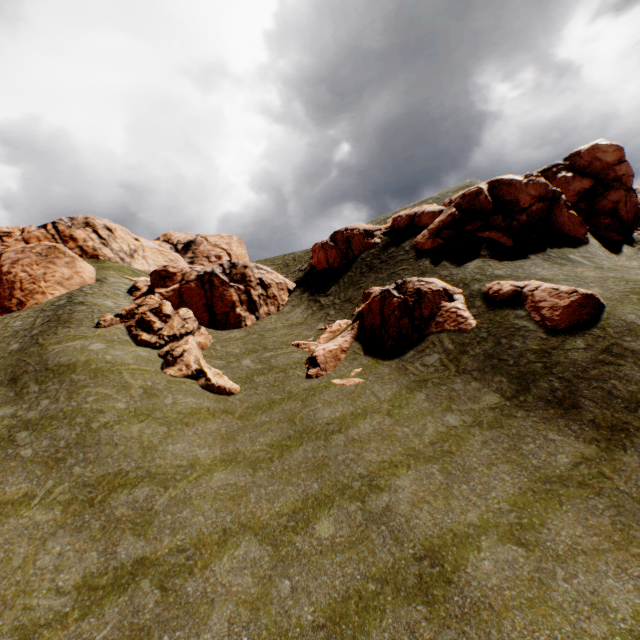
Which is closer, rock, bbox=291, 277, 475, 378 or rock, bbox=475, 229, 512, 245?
rock, bbox=291, 277, 475, 378

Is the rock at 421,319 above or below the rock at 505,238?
below

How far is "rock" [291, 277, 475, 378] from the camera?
17.95m

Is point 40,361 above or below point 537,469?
above

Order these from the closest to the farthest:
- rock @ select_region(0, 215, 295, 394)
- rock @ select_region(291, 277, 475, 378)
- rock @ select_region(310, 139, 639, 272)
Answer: rock @ select_region(291, 277, 475, 378)
rock @ select_region(0, 215, 295, 394)
rock @ select_region(310, 139, 639, 272)

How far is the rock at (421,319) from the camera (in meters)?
17.95

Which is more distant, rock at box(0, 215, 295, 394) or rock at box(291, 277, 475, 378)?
rock at box(0, 215, 295, 394)
